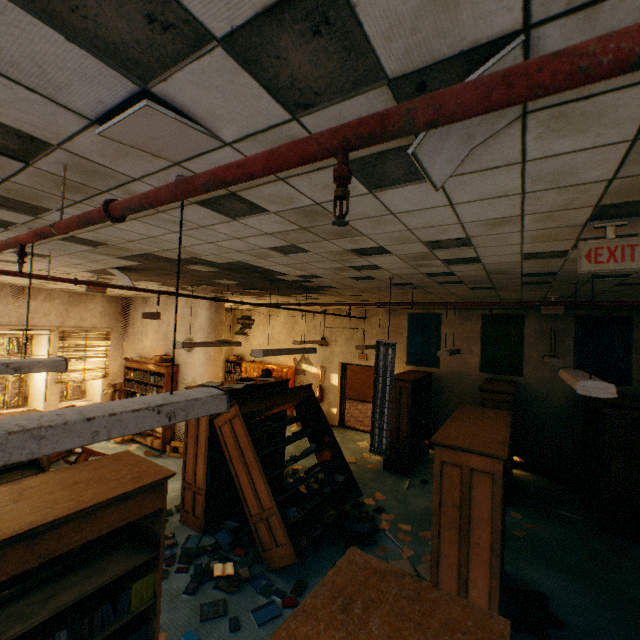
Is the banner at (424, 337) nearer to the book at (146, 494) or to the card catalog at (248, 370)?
the card catalog at (248, 370)

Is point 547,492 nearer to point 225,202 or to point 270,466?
point 270,466

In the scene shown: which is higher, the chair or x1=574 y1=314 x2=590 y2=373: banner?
x1=574 y1=314 x2=590 y2=373: banner

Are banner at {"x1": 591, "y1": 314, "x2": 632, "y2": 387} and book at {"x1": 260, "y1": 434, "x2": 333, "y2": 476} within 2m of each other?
no

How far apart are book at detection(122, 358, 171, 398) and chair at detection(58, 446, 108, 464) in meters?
0.8

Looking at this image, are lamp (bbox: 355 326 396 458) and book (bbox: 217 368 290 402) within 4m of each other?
yes

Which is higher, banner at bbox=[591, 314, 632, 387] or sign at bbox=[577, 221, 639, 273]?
sign at bbox=[577, 221, 639, 273]

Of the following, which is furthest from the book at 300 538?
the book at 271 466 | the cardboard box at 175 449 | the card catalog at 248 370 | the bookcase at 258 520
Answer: the card catalog at 248 370
